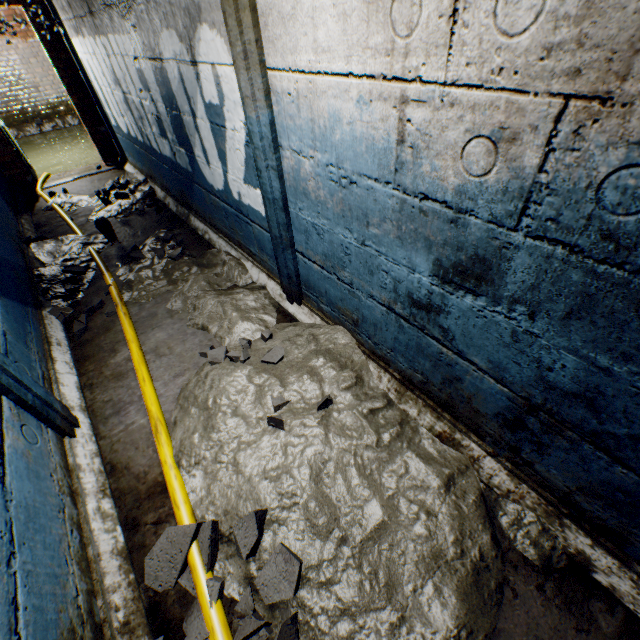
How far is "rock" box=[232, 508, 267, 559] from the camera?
1.4m

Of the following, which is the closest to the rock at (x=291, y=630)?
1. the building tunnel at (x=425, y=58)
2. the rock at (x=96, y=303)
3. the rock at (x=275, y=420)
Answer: the building tunnel at (x=425, y=58)

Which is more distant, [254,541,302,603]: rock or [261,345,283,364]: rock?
[261,345,283,364]: rock

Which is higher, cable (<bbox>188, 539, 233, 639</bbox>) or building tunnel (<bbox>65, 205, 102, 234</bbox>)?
cable (<bbox>188, 539, 233, 639</bbox>)

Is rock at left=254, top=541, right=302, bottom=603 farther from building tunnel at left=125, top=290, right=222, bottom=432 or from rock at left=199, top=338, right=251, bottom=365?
rock at left=199, top=338, right=251, bottom=365

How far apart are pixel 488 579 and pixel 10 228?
4.97m

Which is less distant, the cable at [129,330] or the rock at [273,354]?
the cable at [129,330]

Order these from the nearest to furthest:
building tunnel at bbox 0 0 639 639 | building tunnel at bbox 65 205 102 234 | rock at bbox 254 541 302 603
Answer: building tunnel at bbox 0 0 639 639
rock at bbox 254 541 302 603
building tunnel at bbox 65 205 102 234
